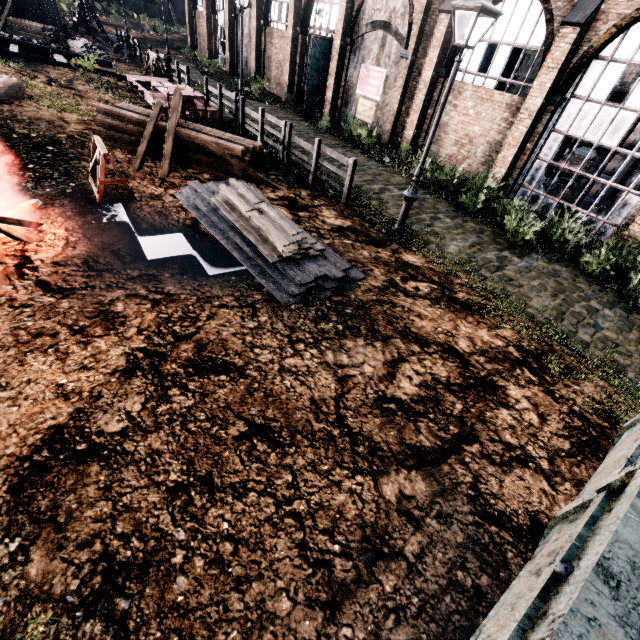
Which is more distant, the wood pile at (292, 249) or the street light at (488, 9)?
the wood pile at (292, 249)

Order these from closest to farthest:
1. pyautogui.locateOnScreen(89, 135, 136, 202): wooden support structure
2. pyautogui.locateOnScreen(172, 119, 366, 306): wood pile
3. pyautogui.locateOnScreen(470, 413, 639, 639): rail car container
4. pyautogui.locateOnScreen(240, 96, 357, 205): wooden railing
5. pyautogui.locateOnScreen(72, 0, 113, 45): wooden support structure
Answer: pyautogui.locateOnScreen(470, 413, 639, 639): rail car container → pyautogui.locateOnScreen(172, 119, 366, 306): wood pile → pyautogui.locateOnScreen(89, 135, 136, 202): wooden support structure → pyautogui.locateOnScreen(240, 96, 357, 205): wooden railing → pyautogui.locateOnScreen(72, 0, 113, 45): wooden support structure

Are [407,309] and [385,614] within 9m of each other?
yes

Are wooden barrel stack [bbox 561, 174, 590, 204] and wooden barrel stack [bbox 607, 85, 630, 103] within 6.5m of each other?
yes

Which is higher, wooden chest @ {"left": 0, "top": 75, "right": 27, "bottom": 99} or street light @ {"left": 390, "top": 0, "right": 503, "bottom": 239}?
street light @ {"left": 390, "top": 0, "right": 503, "bottom": 239}

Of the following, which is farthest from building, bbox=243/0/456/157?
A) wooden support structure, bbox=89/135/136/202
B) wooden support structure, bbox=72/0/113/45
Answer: wooden support structure, bbox=89/135/136/202

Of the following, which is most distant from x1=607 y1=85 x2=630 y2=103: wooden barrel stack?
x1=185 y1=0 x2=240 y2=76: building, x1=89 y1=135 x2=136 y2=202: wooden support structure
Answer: x1=89 y1=135 x2=136 y2=202: wooden support structure

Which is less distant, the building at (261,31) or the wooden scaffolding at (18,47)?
the building at (261,31)
